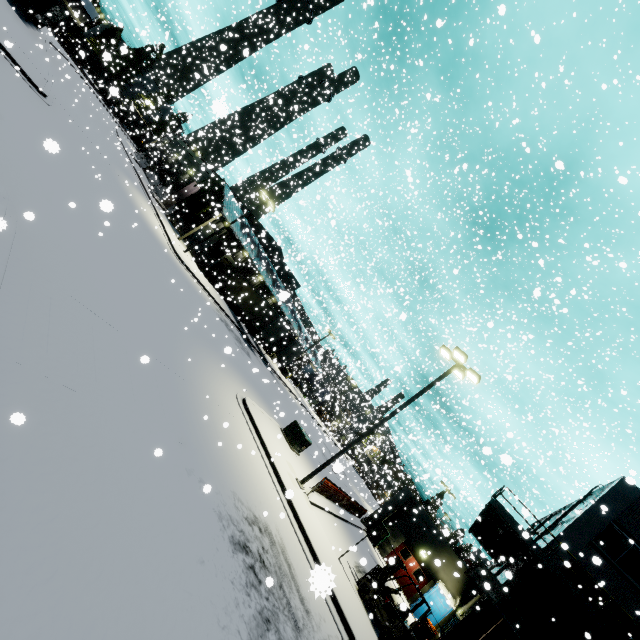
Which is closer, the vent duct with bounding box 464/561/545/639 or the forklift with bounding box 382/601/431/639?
the forklift with bounding box 382/601/431/639

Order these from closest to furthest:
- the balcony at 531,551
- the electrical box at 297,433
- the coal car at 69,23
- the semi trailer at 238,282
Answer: the balcony at 531,551 → the electrical box at 297,433 → the coal car at 69,23 → the semi trailer at 238,282

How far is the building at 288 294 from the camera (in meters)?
35.67

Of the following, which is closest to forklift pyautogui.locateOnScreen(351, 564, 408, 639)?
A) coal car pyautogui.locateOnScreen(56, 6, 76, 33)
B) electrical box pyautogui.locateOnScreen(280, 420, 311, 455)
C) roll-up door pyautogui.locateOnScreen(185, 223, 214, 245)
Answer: electrical box pyautogui.locateOnScreen(280, 420, 311, 455)

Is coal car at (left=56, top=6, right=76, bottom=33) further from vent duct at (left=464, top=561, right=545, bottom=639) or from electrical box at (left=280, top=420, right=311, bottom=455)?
electrical box at (left=280, top=420, right=311, bottom=455)

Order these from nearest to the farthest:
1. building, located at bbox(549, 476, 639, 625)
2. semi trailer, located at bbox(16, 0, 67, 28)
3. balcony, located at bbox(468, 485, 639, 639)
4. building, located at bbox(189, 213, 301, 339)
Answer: balcony, located at bbox(468, 485, 639, 639)
building, located at bbox(549, 476, 639, 625)
semi trailer, located at bbox(16, 0, 67, 28)
building, located at bbox(189, 213, 301, 339)

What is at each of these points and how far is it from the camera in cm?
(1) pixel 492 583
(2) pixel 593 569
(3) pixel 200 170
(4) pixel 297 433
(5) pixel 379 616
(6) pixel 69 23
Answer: (1) vent duct, 1708
(2) building, 1683
(3) building, 4291
(4) electrical box, 1900
(5) forklift, 1245
(6) coal car, 5888

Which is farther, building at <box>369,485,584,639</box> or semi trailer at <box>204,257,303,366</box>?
semi trailer at <box>204,257,303,366</box>
